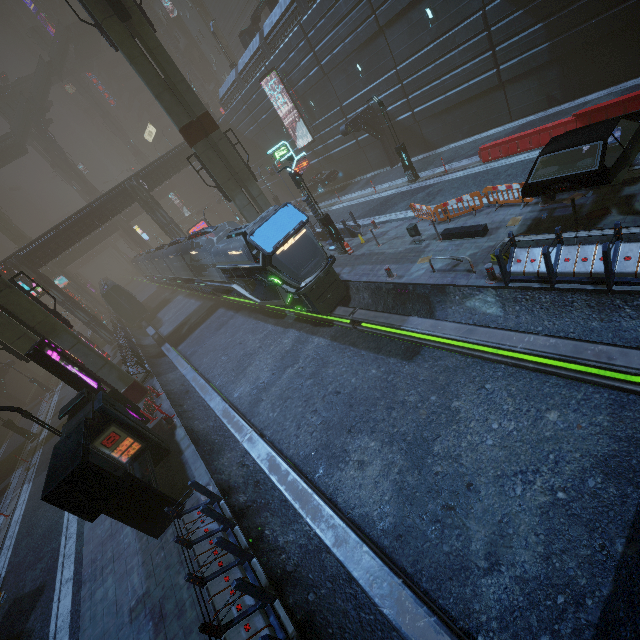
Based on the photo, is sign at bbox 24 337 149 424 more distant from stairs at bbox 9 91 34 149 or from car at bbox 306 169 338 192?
stairs at bbox 9 91 34 149

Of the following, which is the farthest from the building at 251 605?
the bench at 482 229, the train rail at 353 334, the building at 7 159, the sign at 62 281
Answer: the building at 7 159

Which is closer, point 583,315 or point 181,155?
point 583,315

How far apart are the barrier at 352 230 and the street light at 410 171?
4.7 meters

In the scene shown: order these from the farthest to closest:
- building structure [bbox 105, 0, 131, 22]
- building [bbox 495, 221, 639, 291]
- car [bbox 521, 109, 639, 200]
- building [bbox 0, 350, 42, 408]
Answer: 1. building [bbox 0, 350, 42, 408]
2. building structure [bbox 105, 0, 131, 22]
3. car [bbox 521, 109, 639, 200]
4. building [bbox 495, 221, 639, 291]

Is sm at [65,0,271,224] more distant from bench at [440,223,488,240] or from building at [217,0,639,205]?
bench at [440,223,488,240]

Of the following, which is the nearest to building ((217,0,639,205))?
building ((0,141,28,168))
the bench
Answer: the bench

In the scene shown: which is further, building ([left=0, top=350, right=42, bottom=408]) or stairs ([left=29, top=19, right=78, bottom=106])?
stairs ([left=29, top=19, right=78, bottom=106])
